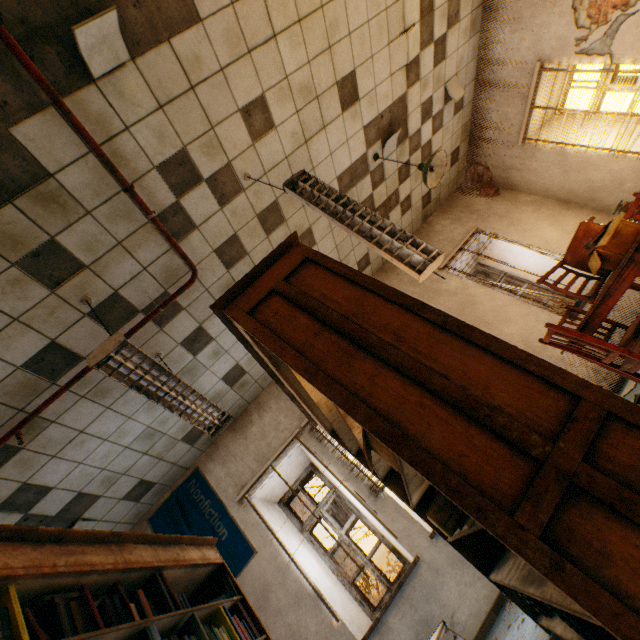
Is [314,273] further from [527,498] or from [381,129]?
[381,129]

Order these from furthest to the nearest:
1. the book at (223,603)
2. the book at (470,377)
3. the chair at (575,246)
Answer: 1. the chair at (575,246)
2. the book at (223,603)
3. the book at (470,377)

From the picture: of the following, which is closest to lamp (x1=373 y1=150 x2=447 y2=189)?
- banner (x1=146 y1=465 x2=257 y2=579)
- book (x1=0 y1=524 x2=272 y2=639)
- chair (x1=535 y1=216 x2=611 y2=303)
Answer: chair (x1=535 y1=216 x2=611 y2=303)

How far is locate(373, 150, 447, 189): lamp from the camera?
4.08m

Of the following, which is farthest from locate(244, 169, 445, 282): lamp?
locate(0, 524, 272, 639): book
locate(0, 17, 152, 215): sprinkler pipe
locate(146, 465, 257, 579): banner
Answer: locate(146, 465, 257, 579): banner

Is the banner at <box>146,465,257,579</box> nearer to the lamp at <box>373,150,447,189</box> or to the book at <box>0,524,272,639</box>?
the book at <box>0,524,272,639</box>

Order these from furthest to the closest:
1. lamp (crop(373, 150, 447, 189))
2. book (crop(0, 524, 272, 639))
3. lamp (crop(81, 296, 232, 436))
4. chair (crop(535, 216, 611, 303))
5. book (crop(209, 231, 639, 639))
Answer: lamp (crop(373, 150, 447, 189))
chair (crop(535, 216, 611, 303))
lamp (crop(81, 296, 232, 436))
book (crop(0, 524, 272, 639))
book (crop(209, 231, 639, 639))

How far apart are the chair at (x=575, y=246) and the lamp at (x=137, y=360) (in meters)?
2.94
